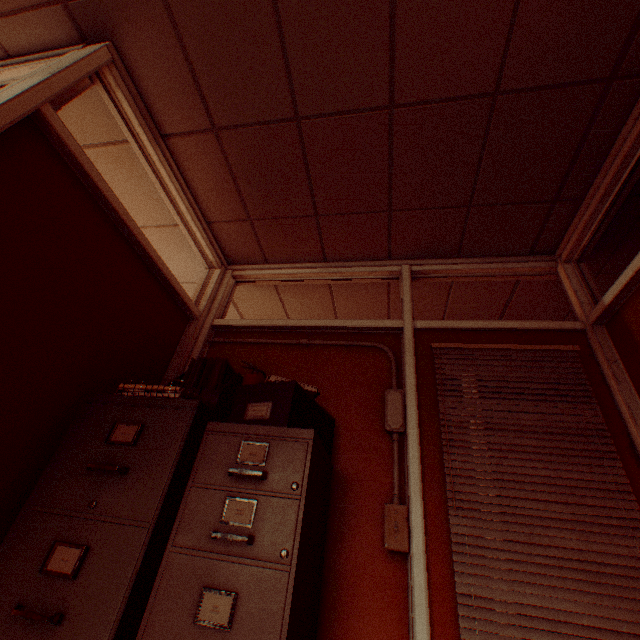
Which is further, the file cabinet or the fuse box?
the fuse box

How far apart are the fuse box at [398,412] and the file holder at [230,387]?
1.1m

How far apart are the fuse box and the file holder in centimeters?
108cm

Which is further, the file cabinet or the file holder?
the file holder

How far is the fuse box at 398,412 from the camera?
1.89m

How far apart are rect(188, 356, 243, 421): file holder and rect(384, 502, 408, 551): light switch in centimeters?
107cm

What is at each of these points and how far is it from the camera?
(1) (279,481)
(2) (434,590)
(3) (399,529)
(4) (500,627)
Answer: (1) file cabinet, 1.3m
(2) door, 1.5m
(3) light switch, 1.6m
(4) blinds, 1.3m

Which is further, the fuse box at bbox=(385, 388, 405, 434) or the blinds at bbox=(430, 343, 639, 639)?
the fuse box at bbox=(385, 388, 405, 434)
